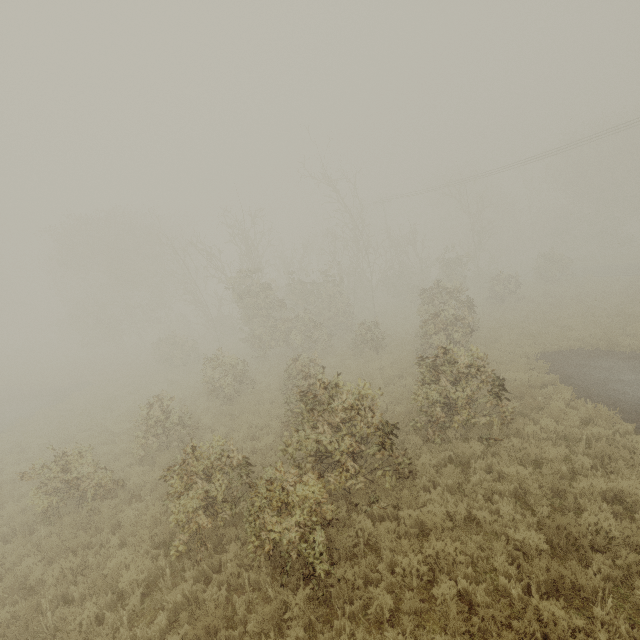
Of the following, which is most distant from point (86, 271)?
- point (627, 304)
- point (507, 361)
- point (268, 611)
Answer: point (627, 304)

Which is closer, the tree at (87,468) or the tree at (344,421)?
the tree at (344,421)

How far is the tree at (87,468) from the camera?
8.7m

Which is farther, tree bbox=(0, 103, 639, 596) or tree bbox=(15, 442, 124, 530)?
tree bbox=(15, 442, 124, 530)

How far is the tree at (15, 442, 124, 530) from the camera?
8.7 meters
